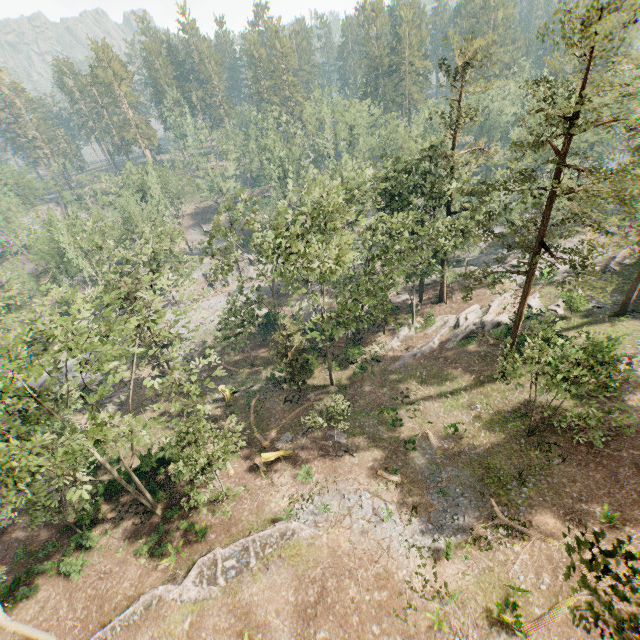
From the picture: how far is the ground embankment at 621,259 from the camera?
37.7m

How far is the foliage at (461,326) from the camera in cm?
Result: 3459

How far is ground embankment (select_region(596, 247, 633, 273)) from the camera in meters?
37.7

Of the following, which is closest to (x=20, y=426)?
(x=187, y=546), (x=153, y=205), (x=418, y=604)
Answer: (x=187, y=546)

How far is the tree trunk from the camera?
27.2m

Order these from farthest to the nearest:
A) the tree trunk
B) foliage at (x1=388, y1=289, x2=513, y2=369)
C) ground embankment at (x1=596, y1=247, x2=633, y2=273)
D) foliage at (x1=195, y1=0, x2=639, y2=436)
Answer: ground embankment at (x1=596, y1=247, x2=633, y2=273) → foliage at (x1=388, y1=289, x2=513, y2=369) → the tree trunk → foliage at (x1=195, y1=0, x2=639, y2=436)

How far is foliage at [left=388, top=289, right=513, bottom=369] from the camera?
34.59m

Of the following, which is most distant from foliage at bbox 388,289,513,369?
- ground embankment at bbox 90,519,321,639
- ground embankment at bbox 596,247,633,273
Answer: ground embankment at bbox 90,519,321,639
